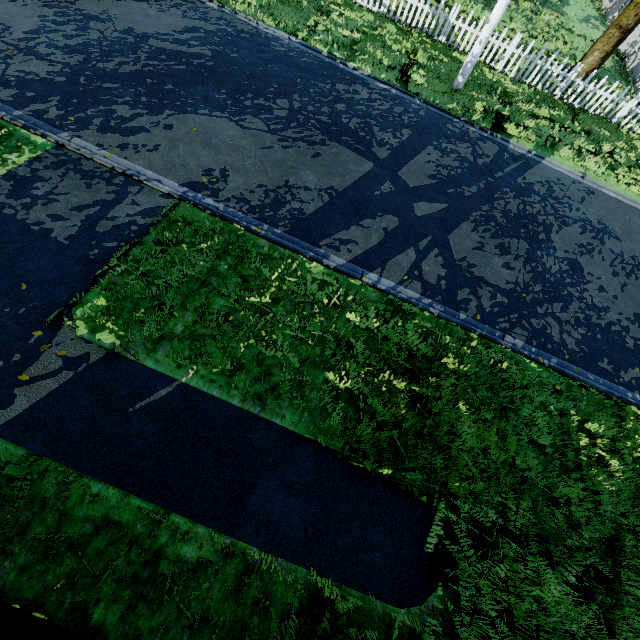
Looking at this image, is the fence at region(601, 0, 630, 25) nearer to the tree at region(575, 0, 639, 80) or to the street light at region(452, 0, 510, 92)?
the tree at region(575, 0, 639, 80)

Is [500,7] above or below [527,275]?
above

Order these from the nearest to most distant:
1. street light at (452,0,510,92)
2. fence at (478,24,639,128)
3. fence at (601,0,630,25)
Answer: street light at (452,0,510,92) < fence at (478,24,639,128) < fence at (601,0,630,25)

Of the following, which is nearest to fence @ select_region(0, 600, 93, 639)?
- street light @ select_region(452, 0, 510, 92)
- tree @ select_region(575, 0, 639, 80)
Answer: tree @ select_region(575, 0, 639, 80)

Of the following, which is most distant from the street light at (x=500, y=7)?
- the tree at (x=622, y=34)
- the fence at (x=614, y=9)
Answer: the fence at (x=614, y=9)

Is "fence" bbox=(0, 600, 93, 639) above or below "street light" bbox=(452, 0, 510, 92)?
below

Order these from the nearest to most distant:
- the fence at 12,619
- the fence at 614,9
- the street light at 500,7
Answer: the fence at 12,619
the street light at 500,7
the fence at 614,9
